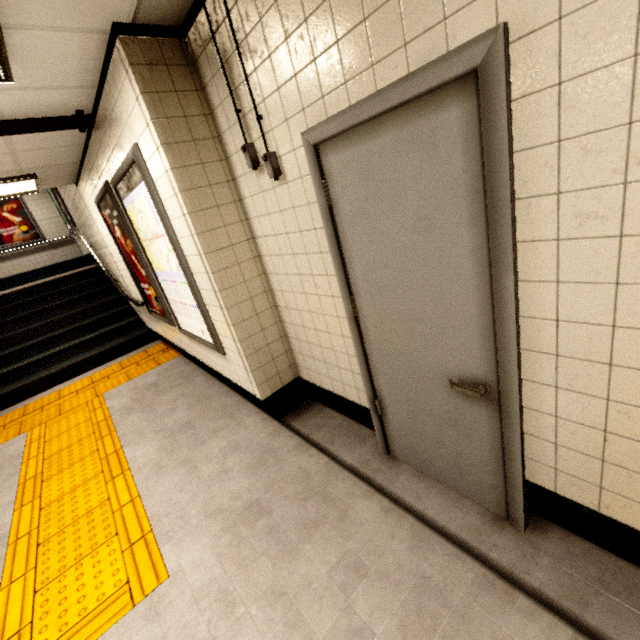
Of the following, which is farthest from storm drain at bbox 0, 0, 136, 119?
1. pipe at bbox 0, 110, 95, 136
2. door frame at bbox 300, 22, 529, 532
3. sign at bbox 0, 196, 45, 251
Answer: sign at bbox 0, 196, 45, 251

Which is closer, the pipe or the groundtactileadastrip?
the groundtactileadastrip

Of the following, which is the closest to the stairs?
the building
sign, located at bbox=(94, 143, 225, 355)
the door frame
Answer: the building

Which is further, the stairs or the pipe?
the stairs

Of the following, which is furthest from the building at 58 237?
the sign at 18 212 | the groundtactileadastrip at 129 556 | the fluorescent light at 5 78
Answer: the fluorescent light at 5 78

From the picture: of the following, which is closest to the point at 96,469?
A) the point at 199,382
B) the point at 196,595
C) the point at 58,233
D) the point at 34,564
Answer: the point at 34,564

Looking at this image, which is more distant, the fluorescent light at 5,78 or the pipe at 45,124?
the pipe at 45,124

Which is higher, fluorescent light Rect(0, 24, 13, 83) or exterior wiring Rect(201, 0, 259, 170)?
fluorescent light Rect(0, 24, 13, 83)
